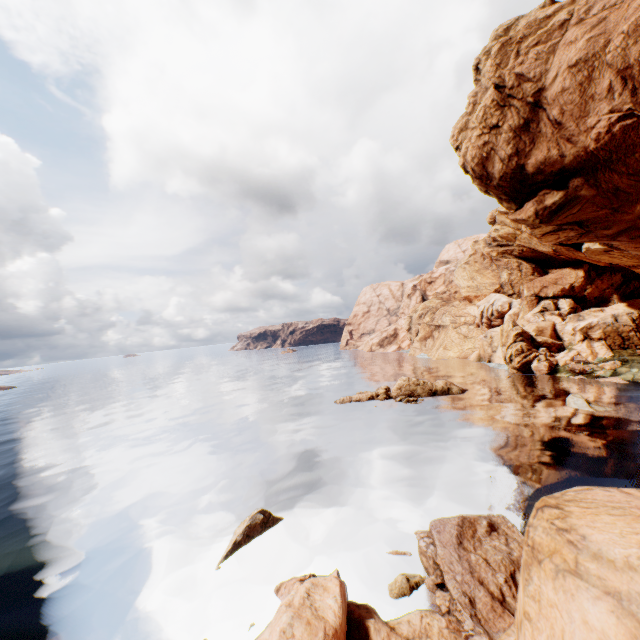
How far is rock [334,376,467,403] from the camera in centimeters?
4166cm

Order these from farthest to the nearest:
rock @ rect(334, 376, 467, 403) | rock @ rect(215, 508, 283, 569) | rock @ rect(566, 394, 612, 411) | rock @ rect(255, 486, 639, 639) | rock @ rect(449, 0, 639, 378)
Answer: rock @ rect(334, 376, 467, 403) < rock @ rect(566, 394, 612, 411) < rock @ rect(449, 0, 639, 378) < rock @ rect(215, 508, 283, 569) < rock @ rect(255, 486, 639, 639)

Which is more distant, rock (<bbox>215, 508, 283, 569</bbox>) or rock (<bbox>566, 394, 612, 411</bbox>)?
rock (<bbox>566, 394, 612, 411</bbox>)

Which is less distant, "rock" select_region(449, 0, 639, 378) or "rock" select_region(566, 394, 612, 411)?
"rock" select_region(449, 0, 639, 378)

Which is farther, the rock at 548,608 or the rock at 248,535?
the rock at 248,535

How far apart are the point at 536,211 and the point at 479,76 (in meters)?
21.51

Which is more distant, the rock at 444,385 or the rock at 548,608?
the rock at 444,385
